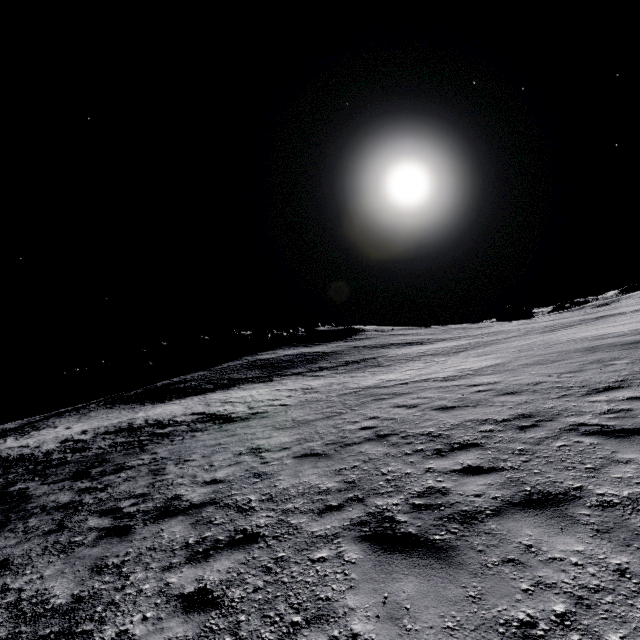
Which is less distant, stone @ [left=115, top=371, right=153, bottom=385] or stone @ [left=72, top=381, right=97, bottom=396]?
stone @ [left=72, top=381, right=97, bottom=396]

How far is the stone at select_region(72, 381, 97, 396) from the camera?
56.2 meters

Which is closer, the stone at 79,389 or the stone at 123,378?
the stone at 79,389

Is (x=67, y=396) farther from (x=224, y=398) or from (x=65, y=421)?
(x=224, y=398)

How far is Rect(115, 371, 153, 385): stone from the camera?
57.53m

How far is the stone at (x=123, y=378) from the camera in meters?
57.5
